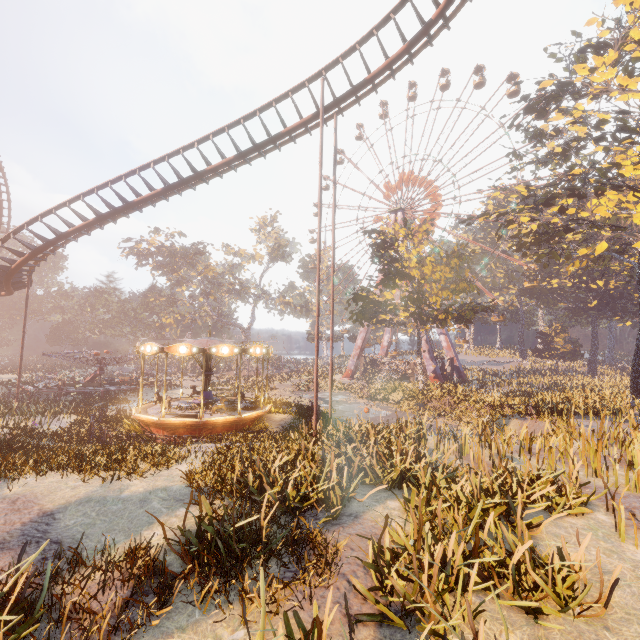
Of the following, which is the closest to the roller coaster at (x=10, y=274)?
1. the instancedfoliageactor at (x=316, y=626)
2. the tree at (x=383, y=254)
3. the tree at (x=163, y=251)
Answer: the instancedfoliageactor at (x=316, y=626)

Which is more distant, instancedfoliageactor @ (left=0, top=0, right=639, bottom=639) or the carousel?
the carousel

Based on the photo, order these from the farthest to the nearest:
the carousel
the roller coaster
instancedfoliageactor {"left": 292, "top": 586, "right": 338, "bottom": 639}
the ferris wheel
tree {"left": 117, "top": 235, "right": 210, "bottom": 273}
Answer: tree {"left": 117, "top": 235, "right": 210, "bottom": 273}, the ferris wheel, the carousel, the roller coaster, instancedfoliageactor {"left": 292, "top": 586, "right": 338, "bottom": 639}

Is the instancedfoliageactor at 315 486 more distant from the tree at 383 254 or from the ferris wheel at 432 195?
the ferris wheel at 432 195

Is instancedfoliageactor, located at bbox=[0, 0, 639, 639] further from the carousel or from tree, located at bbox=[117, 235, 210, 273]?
tree, located at bbox=[117, 235, 210, 273]

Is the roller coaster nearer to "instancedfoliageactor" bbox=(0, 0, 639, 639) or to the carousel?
"instancedfoliageactor" bbox=(0, 0, 639, 639)

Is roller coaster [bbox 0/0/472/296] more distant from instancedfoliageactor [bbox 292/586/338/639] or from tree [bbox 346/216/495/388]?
tree [bbox 346/216/495/388]

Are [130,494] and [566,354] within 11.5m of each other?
no
